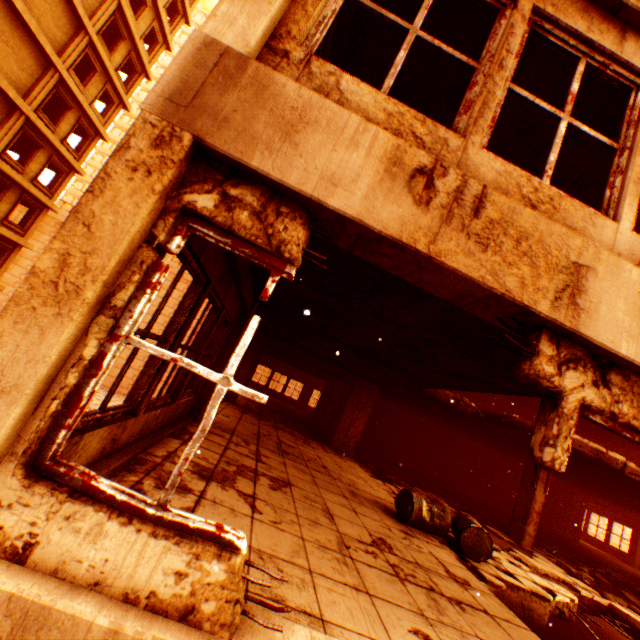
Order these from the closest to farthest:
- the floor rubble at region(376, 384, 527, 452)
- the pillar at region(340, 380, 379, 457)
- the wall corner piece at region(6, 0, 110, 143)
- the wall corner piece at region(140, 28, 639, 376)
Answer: the wall corner piece at region(140, 28, 639, 376)
the floor rubble at region(376, 384, 527, 452)
the pillar at region(340, 380, 379, 457)
the wall corner piece at region(6, 0, 110, 143)

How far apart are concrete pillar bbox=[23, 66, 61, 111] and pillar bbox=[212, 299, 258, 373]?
20.0m

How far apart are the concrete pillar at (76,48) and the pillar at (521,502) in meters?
28.2 m

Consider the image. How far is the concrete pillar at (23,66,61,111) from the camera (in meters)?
16.70

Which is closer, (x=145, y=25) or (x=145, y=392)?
(x=145, y=392)

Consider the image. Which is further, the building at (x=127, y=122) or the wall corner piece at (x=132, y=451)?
the building at (x=127, y=122)

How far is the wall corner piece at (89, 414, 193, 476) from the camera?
2.7m

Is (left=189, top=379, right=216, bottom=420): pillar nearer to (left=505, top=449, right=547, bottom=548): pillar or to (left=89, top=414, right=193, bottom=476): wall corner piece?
(left=89, top=414, right=193, bottom=476): wall corner piece
